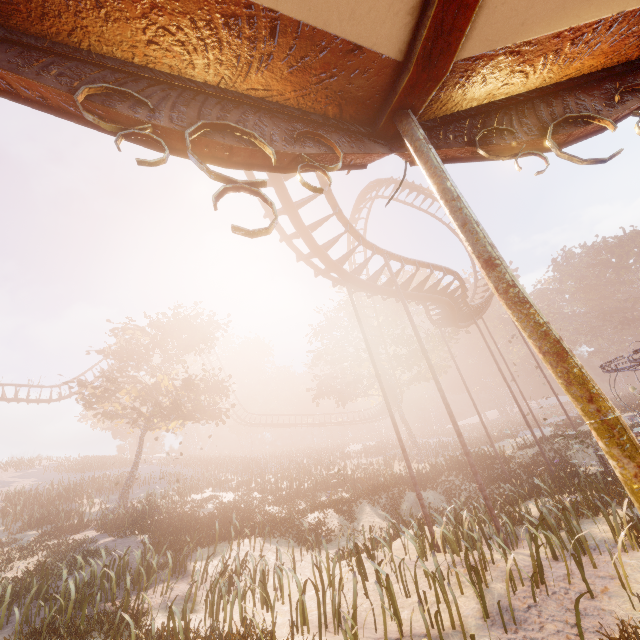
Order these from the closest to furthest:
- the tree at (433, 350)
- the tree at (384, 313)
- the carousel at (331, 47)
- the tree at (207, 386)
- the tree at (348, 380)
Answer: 1. the carousel at (331, 47)
2. the tree at (207, 386)
3. the tree at (384, 313)
4. the tree at (348, 380)
5. the tree at (433, 350)

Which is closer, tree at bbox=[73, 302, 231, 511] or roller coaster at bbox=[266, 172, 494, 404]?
roller coaster at bbox=[266, 172, 494, 404]

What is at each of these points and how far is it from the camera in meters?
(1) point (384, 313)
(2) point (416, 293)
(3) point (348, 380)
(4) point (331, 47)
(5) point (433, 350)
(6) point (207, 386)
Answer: (1) tree, 35.3
(2) roller coaster, 13.4
(3) tree, 37.1
(4) carousel, 1.4
(5) tree, 32.7
(6) tree, 26.2

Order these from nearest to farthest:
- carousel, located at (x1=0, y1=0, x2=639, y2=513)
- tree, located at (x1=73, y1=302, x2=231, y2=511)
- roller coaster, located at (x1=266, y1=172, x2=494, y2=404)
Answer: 1. carousel, located at (x1=0, y1=0, x2=639, y2=513)
2. roller coaster, located at (x1=266, y1=172, x2=494, y2=404)
3. tree, located at (x1=73, y1=302, x2=231, y2=511)

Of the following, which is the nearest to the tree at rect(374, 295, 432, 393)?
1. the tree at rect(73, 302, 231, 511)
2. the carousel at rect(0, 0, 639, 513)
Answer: the tree at rect(73, 302, 231, 511)

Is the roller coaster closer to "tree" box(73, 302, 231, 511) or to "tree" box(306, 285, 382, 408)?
"tree" box(306, 285, 382, 408)

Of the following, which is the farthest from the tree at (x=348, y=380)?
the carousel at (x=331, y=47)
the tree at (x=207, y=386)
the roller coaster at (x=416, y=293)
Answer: the carousel at (x=331, y=47)

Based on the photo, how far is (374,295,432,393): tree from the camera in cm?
2870
